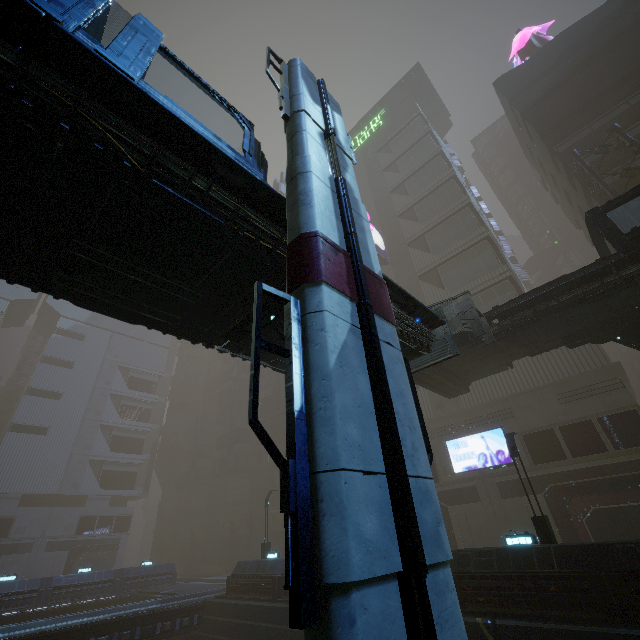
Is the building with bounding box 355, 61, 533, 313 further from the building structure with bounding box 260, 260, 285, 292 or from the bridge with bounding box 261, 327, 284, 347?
the building structure with bounding box 260, 260, 285, 292

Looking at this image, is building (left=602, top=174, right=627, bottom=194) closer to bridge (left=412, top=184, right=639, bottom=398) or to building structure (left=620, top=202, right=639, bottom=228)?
building structure (left=620, top=202, right=639, bottom=228)

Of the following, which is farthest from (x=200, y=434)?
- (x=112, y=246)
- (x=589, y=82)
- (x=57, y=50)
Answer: (x=589, y=82)

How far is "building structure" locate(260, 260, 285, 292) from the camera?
6.70m

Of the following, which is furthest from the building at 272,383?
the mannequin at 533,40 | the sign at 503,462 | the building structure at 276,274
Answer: the building structure at 276,274

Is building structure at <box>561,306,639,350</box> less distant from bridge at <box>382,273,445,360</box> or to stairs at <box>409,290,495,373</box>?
bridge at <box>382,273,445,360</box>

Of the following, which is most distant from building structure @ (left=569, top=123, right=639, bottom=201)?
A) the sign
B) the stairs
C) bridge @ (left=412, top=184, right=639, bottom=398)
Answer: the stairs

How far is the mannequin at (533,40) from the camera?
36.19m
